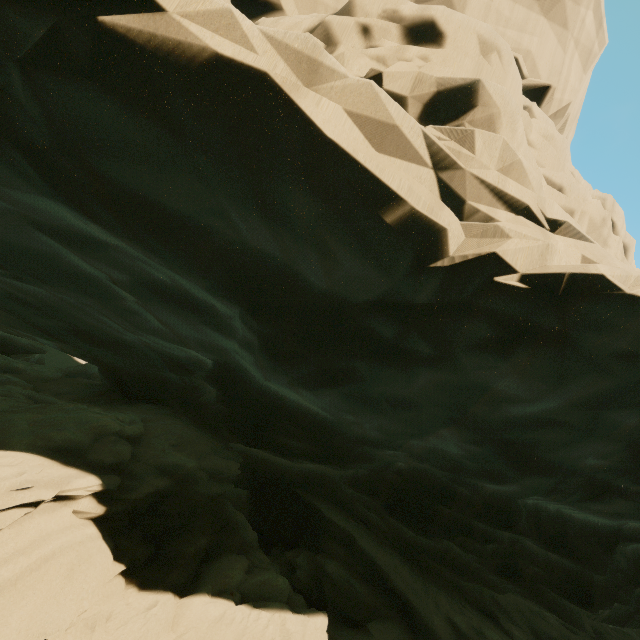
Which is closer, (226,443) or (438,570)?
(226,443)
